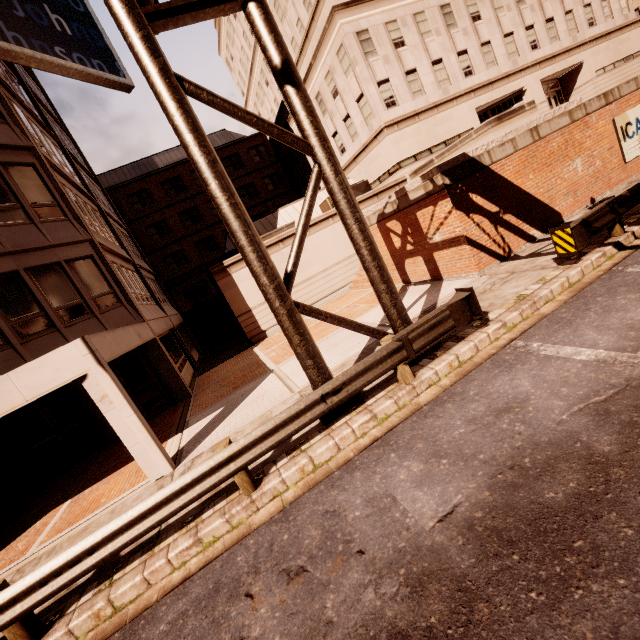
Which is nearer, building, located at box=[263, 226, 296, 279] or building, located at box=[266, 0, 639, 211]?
building, located at box=[263, 226, 296, 279]

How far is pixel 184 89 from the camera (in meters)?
5.65

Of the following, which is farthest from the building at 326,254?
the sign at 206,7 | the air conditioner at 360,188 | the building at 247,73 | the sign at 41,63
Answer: the sign at 206,7

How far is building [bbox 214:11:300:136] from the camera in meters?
32.8 m

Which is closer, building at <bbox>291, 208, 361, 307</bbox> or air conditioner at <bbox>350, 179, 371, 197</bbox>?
building at <bbox>291, 208, 361, 307</bbox>

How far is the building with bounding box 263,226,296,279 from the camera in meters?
18.7 m

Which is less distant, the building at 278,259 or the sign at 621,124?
the sign at 621,124

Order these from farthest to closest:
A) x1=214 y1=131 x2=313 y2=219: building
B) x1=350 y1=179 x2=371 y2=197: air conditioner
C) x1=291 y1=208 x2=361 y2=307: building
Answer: x1=214 y1=131 x2=313 y2=219: building
x1=350 y1=179 x2=371 y2=197: air conditioner
x1=291 y1=208 x2=361 y2=307: building
